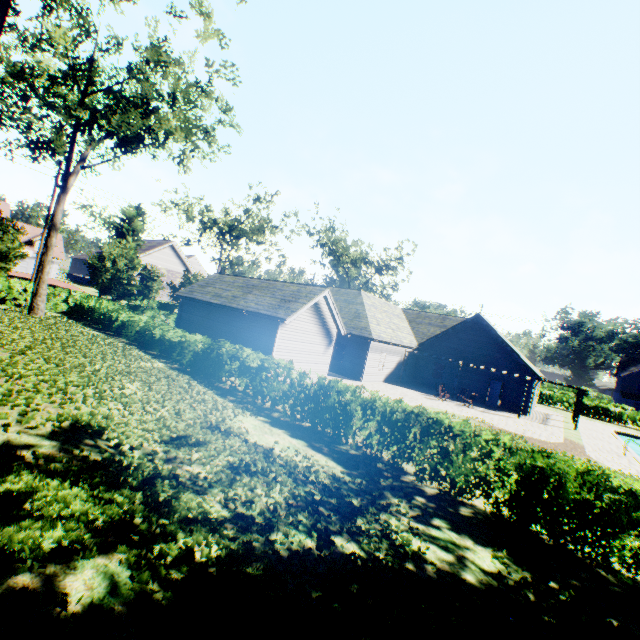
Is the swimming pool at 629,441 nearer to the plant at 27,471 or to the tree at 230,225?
the plant at 27,471

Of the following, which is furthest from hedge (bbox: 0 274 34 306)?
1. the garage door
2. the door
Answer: the door

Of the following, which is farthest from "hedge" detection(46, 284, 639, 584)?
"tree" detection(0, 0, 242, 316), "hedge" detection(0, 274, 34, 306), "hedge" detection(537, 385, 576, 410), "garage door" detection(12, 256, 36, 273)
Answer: "garage door" detection(12, 256, 36, 273)

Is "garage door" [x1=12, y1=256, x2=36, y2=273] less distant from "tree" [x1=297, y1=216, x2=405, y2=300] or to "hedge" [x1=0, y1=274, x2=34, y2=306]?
"tree" [x1=297, y1=216, x2=405, y2=300]

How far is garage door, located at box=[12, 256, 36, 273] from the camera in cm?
5041

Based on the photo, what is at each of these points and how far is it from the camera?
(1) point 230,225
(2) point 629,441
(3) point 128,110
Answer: (1) tree, 34.5m
(2) swimming pool, 30.1m
(3) tree, 27.2m

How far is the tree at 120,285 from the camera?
28.80m

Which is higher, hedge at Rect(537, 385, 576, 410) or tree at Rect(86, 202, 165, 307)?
tree at Rect(86, 202, 165, 307)
